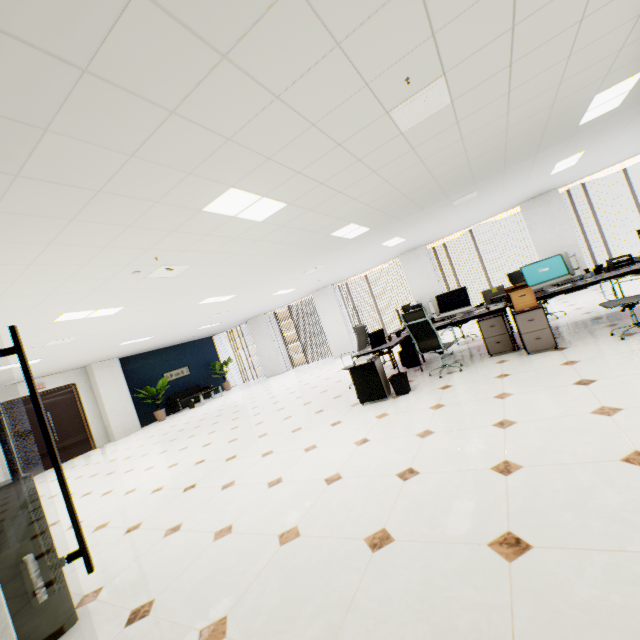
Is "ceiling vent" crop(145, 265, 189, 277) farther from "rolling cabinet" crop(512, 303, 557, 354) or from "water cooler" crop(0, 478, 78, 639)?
"rolling cabinet" crop(512, 303, 557, 354)

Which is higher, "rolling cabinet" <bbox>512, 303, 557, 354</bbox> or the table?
the table

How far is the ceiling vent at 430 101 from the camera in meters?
2.7 m

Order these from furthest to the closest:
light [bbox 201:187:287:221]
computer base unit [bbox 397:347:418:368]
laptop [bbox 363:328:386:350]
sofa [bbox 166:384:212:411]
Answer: sofa [bbox 166:384:212:411]
computer base unit [bbox 397:347:418:368]
laptop [bbox 363:328:386:350]
light [bbox 201:187:287:221]

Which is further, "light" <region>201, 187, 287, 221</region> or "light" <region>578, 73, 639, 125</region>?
"light" <region>578, 73, 639, 125</region>

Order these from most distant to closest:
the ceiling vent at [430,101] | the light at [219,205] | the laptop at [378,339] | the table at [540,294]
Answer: the laptop at [378,339]
the table at [540,294]
the light at [219,205]
the ceiling vent at [430,101]

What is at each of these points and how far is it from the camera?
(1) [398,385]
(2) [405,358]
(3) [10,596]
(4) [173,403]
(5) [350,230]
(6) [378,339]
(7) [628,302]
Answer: (1) trash can, 5.0m
(2) computer base unit, 6.7m
(3) water cooler, 2.1m
(4) sofa, 13.9m
(5) light, 6.2m
(6) laptop, 5.7m
(7) chair, 3.9m

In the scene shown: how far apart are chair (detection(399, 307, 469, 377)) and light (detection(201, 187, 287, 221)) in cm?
258
